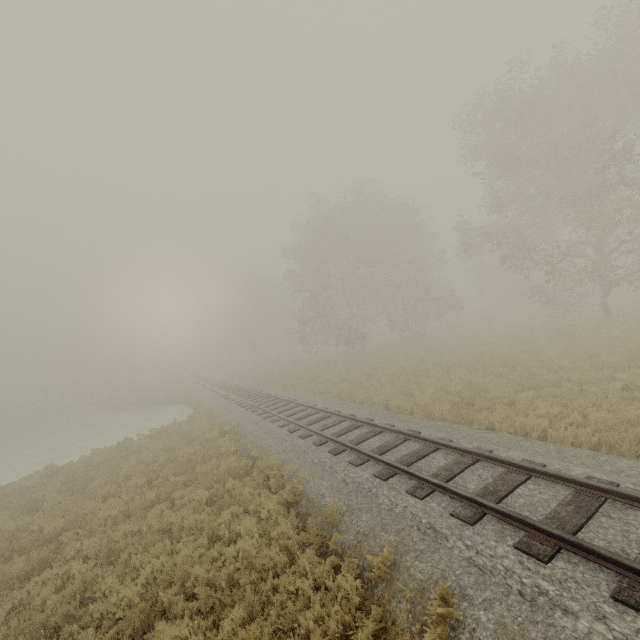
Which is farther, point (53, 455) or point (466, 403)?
point (53, 455)

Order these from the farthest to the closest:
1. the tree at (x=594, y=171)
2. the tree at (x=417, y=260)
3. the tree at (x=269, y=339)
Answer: the tree at (x=269, y=339), the tree at (x=417, y=260), the tree at (x=594, y=171)

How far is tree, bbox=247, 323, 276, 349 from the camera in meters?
57.9 m

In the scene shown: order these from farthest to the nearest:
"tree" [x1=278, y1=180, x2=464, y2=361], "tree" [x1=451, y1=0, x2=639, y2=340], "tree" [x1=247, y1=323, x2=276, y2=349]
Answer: "tree" [x1=247, y1=323, x2=276, y2=349] < "tree" [x1=278, y1=180, x2=464, y2=361] < "tree" [x1=451, y1=0, x2=639, y2=340]

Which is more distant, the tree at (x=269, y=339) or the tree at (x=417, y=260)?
the tree at (x=269, y=339)

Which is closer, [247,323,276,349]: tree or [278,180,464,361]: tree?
[278,180,464,361]: tree

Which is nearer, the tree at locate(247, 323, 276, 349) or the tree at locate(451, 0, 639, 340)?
the tree at locate(451, 0, 639, 340)
